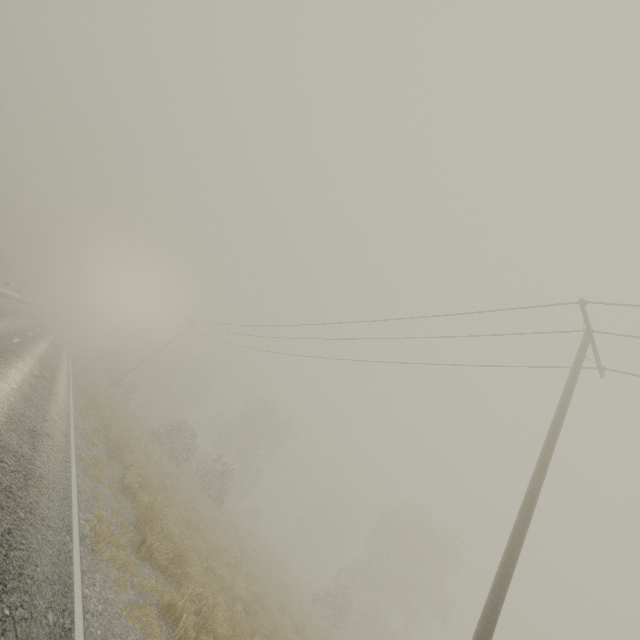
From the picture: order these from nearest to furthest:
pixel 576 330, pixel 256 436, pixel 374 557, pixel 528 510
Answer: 1. pixel 528 510
2. pixel 576 330
3. pixel 374 557
4. pixel 256 436
